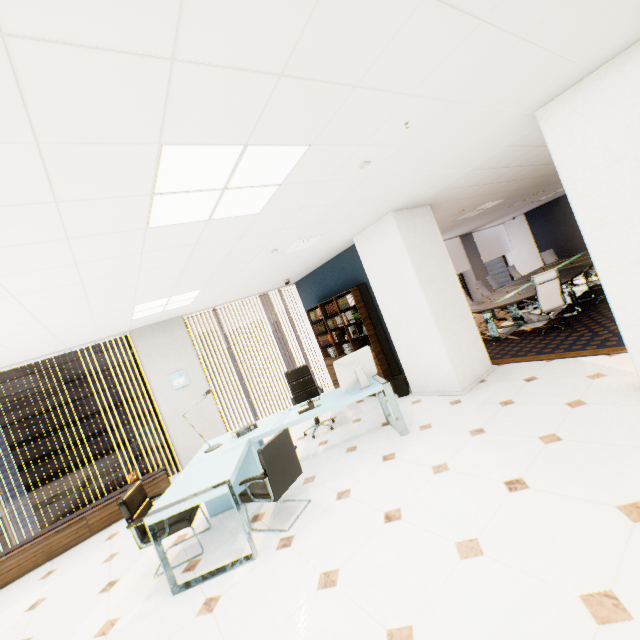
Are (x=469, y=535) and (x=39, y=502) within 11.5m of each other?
no

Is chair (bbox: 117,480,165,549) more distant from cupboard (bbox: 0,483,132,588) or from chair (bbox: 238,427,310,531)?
cupboard (bbox: 0,483,132,588)

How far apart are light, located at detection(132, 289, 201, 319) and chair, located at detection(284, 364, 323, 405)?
2.1m

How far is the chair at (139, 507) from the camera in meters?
3.3

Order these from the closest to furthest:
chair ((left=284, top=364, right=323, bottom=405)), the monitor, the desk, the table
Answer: the desk
the monitor
chair ((left=284, top=364, right=323, bottom=405))
the table

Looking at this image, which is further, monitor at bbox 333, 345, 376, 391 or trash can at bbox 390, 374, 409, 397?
trash can at bbox 390, 374, 409, 397

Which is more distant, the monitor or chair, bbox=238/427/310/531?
the monitor

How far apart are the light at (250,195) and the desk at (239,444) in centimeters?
235cm
